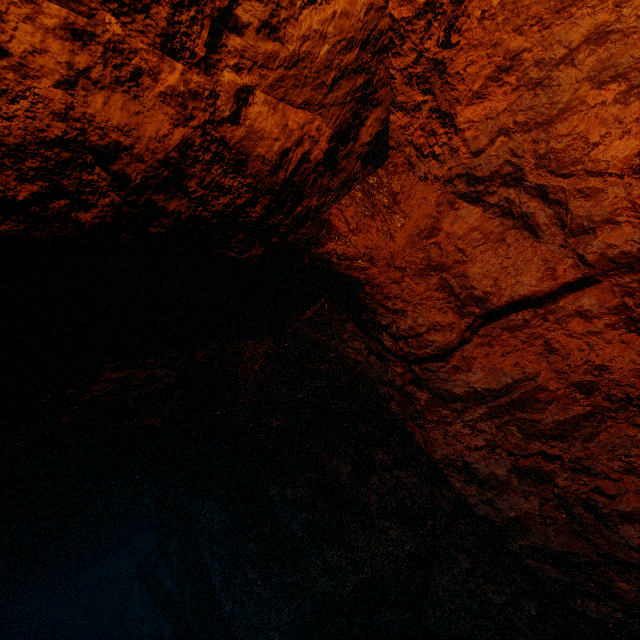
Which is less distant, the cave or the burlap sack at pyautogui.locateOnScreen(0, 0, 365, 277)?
the burlap sack at pyautogui.locateOnScreen(0, 0, 365, 277)

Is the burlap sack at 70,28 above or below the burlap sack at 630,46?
above

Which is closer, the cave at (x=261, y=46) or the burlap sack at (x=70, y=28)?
the burlap sack at (x=70, y=28)

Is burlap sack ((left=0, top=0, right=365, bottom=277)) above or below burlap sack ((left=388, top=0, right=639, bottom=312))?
above

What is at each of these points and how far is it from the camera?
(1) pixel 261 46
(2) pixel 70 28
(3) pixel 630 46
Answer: (1) cave, 1.3 meters
(2) burlap sack, 1.0 meters
(3) burlap sack, 1.2 meters
